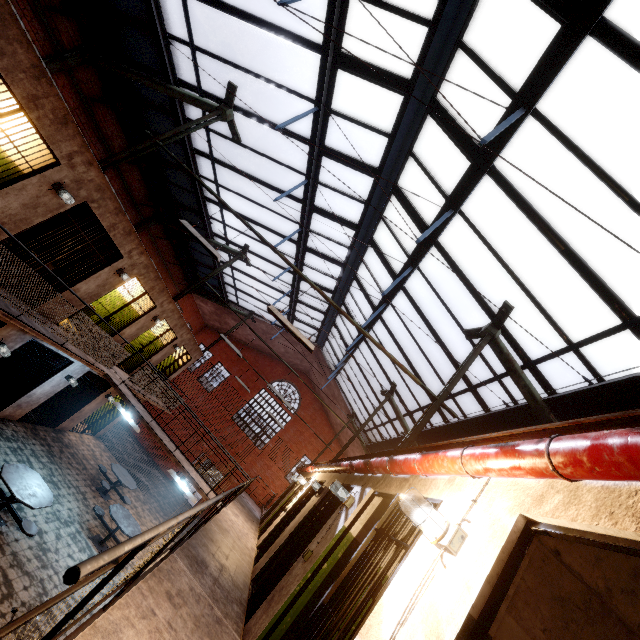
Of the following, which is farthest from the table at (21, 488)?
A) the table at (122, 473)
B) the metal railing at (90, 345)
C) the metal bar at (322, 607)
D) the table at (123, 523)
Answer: the metal bar at (322, 607)

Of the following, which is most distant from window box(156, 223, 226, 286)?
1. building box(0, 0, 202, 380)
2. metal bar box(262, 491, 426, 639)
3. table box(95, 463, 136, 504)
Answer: table box(95, 463, 136, 504)

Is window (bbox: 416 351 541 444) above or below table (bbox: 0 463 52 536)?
above

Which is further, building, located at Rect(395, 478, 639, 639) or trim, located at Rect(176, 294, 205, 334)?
trim, located at Rect(176, 294, 205, 334)

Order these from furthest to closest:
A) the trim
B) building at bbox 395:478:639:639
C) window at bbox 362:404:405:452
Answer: the trim → window at bbox 362:404:405:452 → building at bbox 395:478:639:639

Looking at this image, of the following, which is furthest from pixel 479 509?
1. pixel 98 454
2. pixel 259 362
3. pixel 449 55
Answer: pixel 259 362

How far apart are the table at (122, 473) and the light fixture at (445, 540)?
12.4m

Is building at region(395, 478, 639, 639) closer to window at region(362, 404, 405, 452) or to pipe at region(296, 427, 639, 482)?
pipe at region(296, 427, 639, 482)
